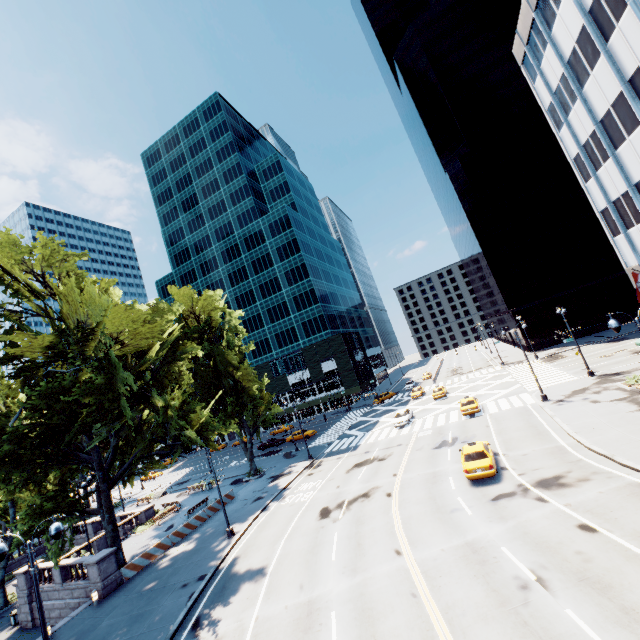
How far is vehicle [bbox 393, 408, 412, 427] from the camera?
38.1m

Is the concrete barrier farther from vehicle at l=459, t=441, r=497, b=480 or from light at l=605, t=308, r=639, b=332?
light at l=605, t=308, r=639, b=332

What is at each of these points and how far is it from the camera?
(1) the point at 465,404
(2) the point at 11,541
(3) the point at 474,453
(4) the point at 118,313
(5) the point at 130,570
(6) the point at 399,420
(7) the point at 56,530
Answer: (1) vehicle, 34.0m
(2) tree, 31.0m
(3) vehicle, 20.4m
(4) tree, 18.4m
(5) concrete barrier, 22.8m
(6) vehicle, 38.5m
(7) light, 11.4m

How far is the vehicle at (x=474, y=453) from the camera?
19.0 meters

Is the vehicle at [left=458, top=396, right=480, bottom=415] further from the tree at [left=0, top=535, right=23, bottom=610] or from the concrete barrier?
the concrete barrier

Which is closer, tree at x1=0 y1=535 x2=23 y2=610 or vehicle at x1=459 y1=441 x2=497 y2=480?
vehicle at x1=459 y1=441 x2=497 y2=480

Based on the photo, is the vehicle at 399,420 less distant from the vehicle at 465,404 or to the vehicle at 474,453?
the vehicle at 465,404

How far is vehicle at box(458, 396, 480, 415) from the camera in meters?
32.7
